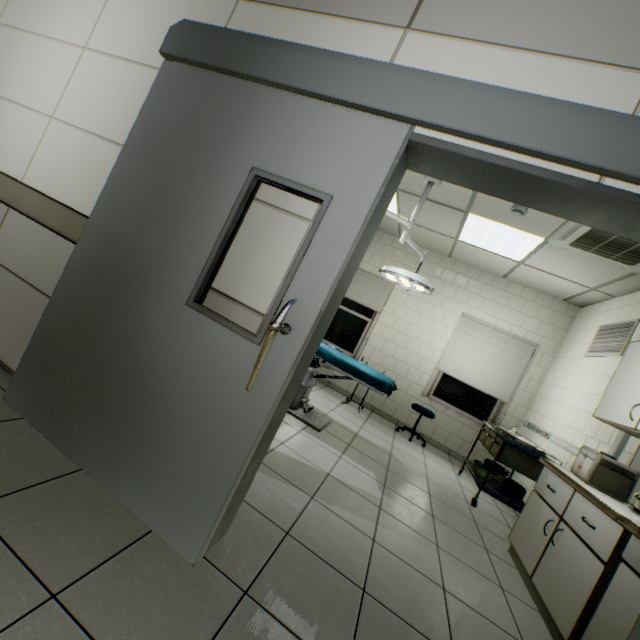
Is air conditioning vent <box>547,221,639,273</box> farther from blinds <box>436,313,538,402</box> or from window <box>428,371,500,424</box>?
window <box>428,371,500,424</box>

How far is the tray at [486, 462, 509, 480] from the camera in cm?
411

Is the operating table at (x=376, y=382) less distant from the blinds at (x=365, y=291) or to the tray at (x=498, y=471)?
the tray at (x=498, y=471)

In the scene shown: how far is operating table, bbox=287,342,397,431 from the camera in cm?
354

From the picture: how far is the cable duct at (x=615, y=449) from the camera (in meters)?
3.08

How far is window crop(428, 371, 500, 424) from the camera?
5.8 meters

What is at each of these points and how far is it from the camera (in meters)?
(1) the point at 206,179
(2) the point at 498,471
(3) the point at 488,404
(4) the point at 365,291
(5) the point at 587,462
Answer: (1) doorway, 1.61
(2) tray, 4.31
(3) window, 5.78
(4) blinds, 6.45
(5) medical bag, 2.74

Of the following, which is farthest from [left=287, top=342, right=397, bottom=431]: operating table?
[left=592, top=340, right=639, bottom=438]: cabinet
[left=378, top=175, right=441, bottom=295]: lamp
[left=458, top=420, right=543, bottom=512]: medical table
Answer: [left=592, top=340, right=639, bottom=438]: cabinet
